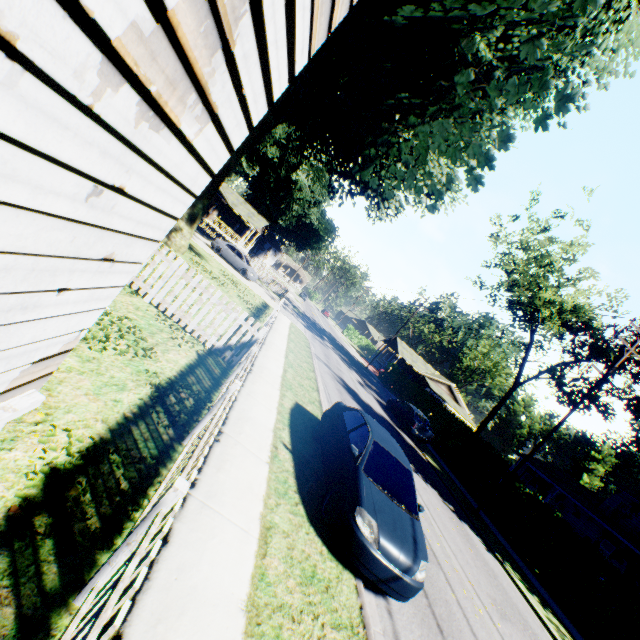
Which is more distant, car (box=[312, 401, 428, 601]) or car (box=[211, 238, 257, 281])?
car (box=[211, 238, 257, 281])

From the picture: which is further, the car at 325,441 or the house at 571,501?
the house at 571,501

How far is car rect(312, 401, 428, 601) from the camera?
5.1 meters

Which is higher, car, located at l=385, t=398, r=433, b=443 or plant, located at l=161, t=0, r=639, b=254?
plant, located at l=161, t=0, r=639, b=254

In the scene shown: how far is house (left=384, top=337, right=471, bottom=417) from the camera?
52.7 meters

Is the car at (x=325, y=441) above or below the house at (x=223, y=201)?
below

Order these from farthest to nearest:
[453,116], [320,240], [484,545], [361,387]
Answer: [320,240], [361,387], [484,545], [453,116]

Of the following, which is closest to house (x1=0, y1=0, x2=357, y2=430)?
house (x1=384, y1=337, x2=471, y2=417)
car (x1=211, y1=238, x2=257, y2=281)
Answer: car (x1=211, y1=238, x2=257, y2=281)
